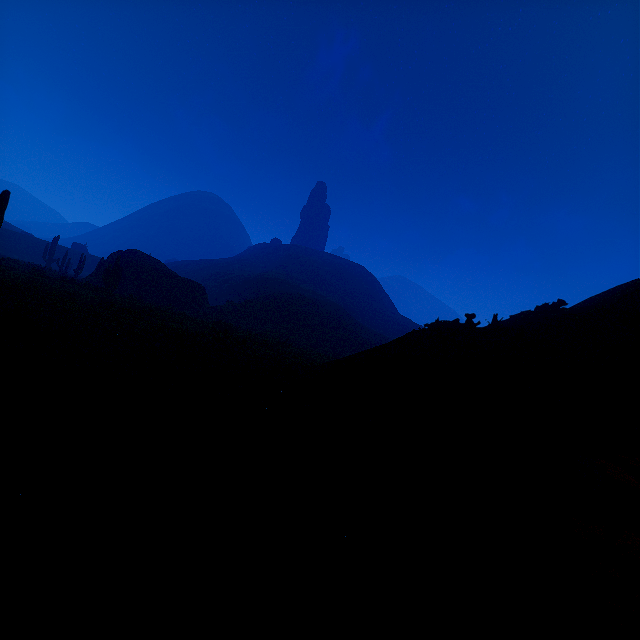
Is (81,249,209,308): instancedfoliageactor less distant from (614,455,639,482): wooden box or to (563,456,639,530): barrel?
(563,456,639,530): barrel

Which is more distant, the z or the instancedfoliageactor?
the instancedfoliageactor

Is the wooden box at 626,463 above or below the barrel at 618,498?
Result: above

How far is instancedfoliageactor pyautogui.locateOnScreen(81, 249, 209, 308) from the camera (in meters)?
23.89

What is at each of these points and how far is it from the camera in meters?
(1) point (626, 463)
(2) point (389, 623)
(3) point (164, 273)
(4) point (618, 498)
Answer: (1) wooden box, 4.3
(2) z, 1.7
(3) instancedfoliageactor, 33.6
(4) barrel, 3.6

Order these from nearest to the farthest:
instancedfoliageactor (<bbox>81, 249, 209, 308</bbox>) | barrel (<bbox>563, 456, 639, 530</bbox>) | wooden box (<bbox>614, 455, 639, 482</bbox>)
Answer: barrel (<bbox>563, 456, 639, 530</bbox>), wooden box (<bbox>614, 455, 639, 482</bbox>), instancedfoliageactor (<bbox>81, 249, 209, 308</bbox>)

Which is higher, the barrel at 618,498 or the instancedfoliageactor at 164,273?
the instancedfoliageactor at 164,273
